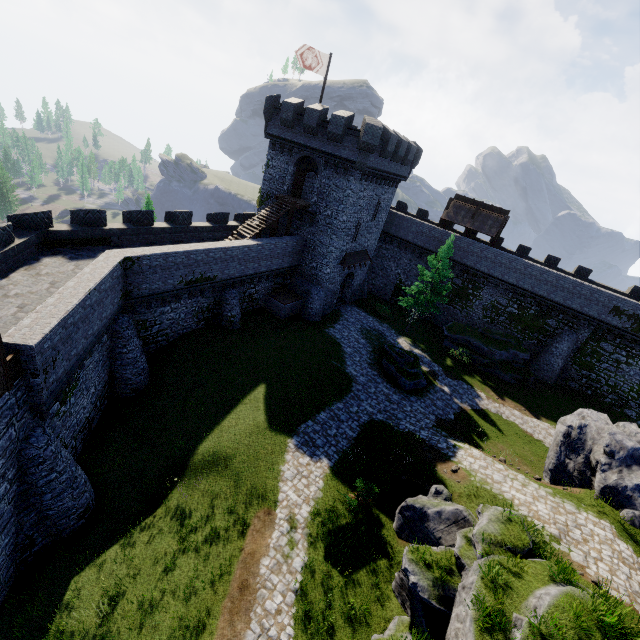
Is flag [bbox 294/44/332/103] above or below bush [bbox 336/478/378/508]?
above

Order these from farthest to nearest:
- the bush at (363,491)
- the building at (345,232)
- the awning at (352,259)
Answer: the awning at (352,259) → the building at (345,232) → the bush at (363,491)

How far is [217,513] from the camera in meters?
14.6

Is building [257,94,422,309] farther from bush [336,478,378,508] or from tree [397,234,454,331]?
bush [336,478,378,508]

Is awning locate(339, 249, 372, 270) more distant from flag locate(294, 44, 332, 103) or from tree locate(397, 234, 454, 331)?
flag locate(294, 44, 332, 103)

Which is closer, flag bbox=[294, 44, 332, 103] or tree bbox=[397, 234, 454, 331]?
flag bbox=[294, 44, 332, 103]

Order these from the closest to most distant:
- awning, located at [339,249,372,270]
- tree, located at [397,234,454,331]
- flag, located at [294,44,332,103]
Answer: flag, located at [294,44,332,103] → tree, located at [397,234,454,331] → awning, located at [339,249,372,270]

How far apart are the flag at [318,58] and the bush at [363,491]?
27.9 meters
